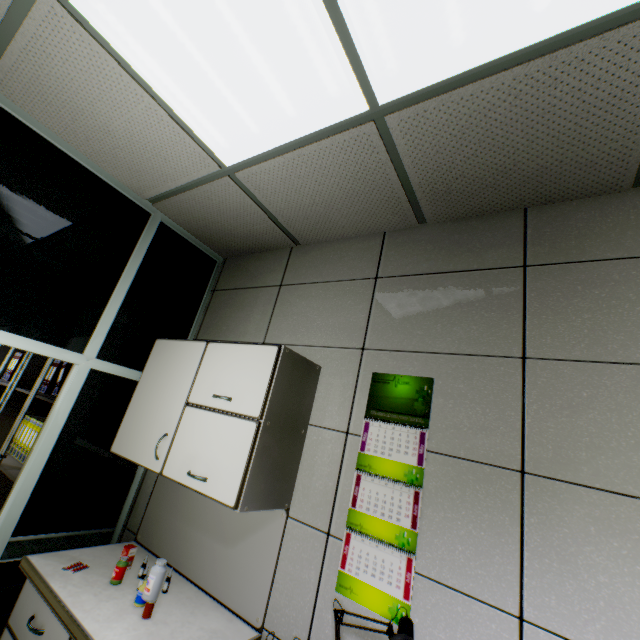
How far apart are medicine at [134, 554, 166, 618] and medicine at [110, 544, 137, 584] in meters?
0.2 m

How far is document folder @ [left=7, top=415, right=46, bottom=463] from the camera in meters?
2.7 m

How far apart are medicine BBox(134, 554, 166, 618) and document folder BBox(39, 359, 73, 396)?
→ 1.99m

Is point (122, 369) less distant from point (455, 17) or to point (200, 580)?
point (200, 580)

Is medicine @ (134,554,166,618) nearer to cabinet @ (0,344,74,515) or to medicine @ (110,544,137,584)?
medicine @ (110,544,137,584)

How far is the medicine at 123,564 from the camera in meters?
1.7 m

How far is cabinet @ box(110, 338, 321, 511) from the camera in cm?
156

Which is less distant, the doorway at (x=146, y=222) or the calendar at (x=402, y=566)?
the calendar at (x=402, y=566)
